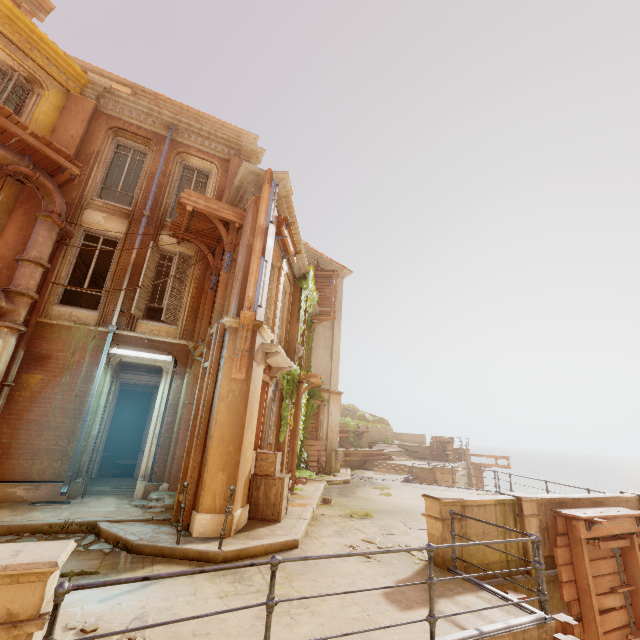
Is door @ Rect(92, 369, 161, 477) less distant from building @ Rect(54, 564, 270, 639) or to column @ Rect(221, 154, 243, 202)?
building @ Rect(54, 564, 270, 639)

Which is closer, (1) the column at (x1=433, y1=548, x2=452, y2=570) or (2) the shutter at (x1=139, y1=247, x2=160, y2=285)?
(1) the column at (x1=433, y1=548, x2=452, y2=570)

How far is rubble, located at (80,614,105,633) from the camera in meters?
3.5 m

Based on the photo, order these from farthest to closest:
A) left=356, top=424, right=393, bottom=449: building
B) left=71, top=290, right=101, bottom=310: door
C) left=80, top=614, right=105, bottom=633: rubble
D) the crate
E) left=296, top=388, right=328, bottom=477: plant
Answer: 1. left=356, top=424, right=393, bottom=449: building
2. left=296, top=388, right=328, bottom=477: plant
3. left=71, top=290, right=101, bottom=310: door
4. the crate
5. left=80, top=614, right=105, bottom=633: rubble

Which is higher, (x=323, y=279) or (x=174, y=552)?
(x=323, y=279)

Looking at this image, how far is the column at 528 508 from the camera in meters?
7.0 m

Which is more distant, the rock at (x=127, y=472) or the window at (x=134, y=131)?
the rock at (x=127, y=472)

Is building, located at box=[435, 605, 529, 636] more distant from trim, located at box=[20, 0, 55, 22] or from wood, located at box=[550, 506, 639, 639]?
trim, located at box=[20, 0, 55, 22]
